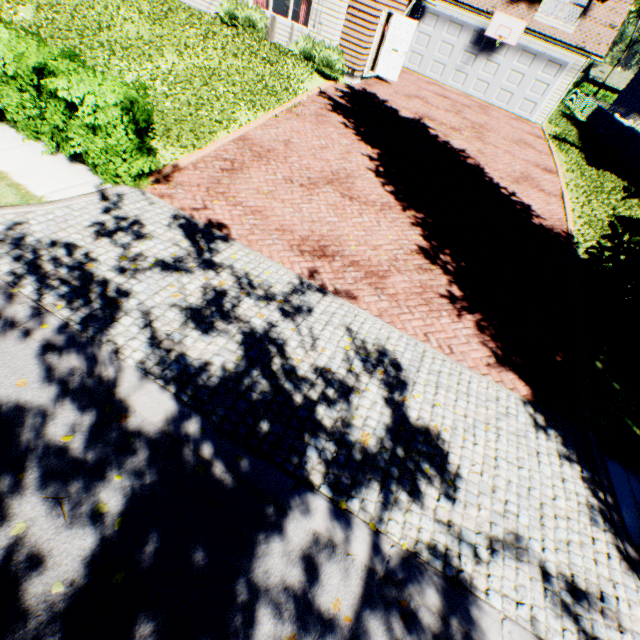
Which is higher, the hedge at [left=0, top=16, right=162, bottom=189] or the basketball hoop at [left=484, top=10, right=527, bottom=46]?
the basketball hoop at [left=484, top=10, right=527, bottom=46]

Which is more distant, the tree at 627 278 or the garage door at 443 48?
the garage door at 443 48

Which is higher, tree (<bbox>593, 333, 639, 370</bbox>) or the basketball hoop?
the basketball hoop

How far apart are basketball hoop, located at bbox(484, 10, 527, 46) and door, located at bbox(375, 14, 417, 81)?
6.3 meters

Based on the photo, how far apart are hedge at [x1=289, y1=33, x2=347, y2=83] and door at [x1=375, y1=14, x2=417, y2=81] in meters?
3.2 m

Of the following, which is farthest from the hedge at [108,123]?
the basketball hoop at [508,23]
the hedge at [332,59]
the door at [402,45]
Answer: the basketball hoop at [508,23]

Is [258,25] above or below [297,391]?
above

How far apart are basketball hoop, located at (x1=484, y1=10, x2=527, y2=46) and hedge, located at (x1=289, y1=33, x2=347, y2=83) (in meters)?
10.40
